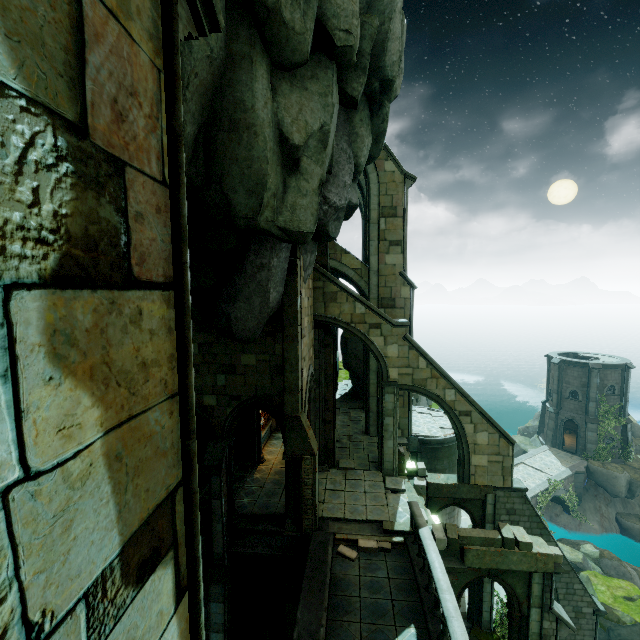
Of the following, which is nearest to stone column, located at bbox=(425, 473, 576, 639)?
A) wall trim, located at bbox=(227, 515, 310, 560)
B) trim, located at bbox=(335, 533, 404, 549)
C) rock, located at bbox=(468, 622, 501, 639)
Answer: rock, located at bbox=(468, 622, 501, 639)

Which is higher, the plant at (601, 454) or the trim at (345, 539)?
the trim at (345, 539)

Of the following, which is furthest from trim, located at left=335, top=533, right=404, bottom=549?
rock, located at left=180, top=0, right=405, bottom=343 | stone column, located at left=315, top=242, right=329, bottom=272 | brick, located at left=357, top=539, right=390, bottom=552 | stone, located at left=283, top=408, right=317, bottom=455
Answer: stone column, located at left=315, top=242, right=329, bottom=272

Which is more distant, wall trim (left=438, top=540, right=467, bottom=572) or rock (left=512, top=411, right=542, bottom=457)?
rock (left=512, top=411, right=542, bottom=457)

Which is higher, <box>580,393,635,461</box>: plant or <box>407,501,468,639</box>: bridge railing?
<box>407,501,468,639</box>: bridge railing

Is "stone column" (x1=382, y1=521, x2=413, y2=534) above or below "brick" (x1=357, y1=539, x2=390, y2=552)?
above

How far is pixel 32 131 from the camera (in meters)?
1.16

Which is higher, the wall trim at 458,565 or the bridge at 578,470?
the wall trim at 458,565
